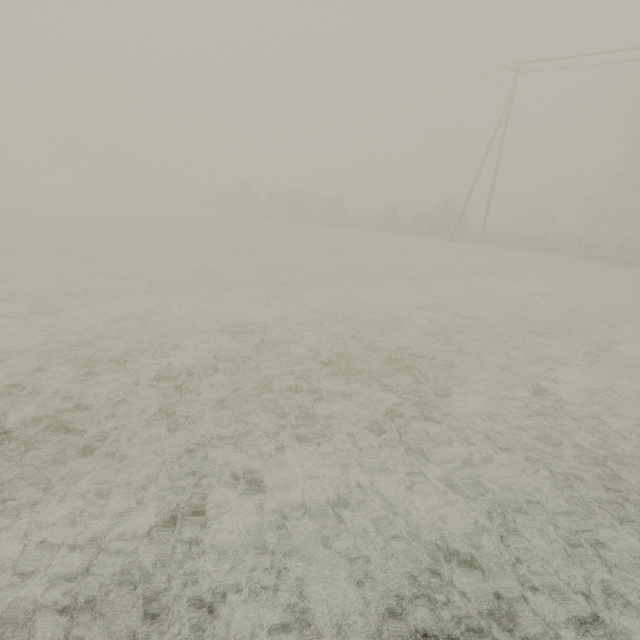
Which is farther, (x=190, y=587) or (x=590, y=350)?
(x=590, y=350)
